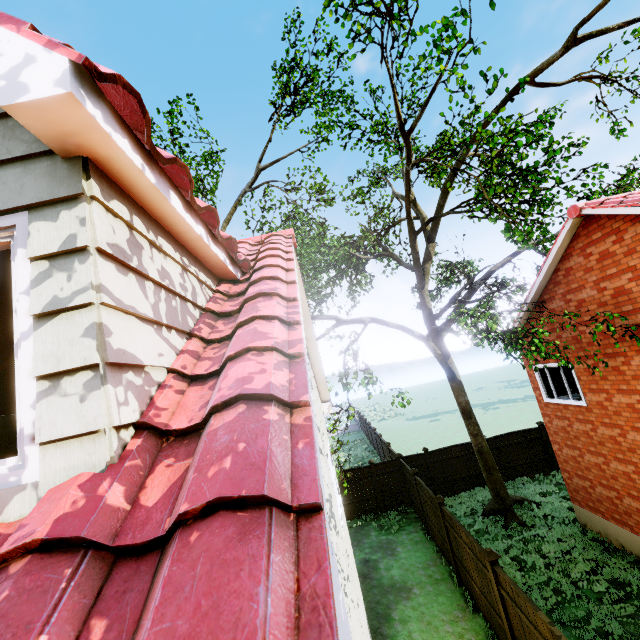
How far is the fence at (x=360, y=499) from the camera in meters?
16.2 m

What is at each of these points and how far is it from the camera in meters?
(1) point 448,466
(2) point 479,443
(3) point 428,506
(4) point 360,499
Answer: (1) fence, 16.5
(2) tree, 13.2
(3) fence, 12.2
(4) fence, 16.3

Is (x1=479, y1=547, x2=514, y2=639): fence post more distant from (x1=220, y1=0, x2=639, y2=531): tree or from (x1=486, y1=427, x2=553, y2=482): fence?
(x1=220, y1=0, x2=639, y2=531): tree

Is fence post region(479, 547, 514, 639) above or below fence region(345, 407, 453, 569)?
above

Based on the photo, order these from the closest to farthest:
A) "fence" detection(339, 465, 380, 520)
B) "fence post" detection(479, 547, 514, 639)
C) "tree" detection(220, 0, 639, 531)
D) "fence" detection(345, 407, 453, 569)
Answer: "fence post" detection(479, 547, 514, 639) → "tree" detection(220, 0, 639, 531) → "fence" detection(345, 407, 453, 569) → "fence" detection(339, 465, 380, 520)

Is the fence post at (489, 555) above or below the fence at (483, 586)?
above

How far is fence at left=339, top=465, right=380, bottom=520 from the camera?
16.2m
